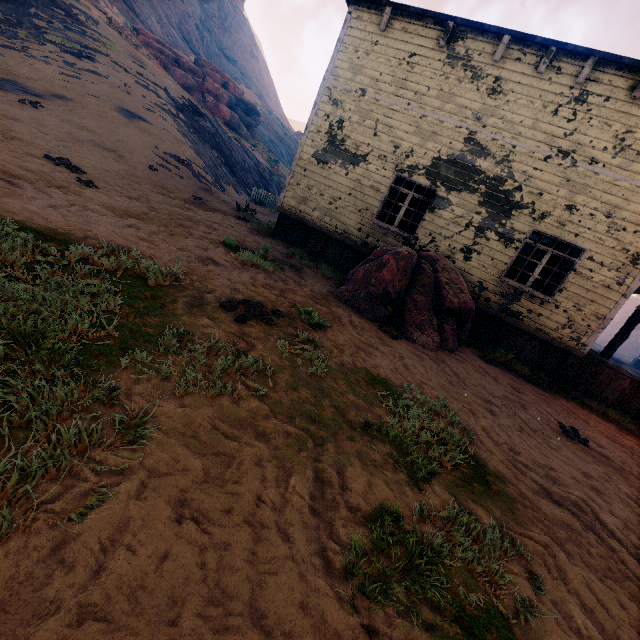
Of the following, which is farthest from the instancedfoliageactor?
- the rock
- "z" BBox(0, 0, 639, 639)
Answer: the rock

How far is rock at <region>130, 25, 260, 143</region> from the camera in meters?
27.0

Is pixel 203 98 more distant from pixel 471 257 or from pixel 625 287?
pixel 625 287

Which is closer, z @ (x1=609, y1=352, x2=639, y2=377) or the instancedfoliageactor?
the instancedfoliageactor

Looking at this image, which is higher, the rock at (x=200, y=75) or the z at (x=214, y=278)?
the rock at (x=200, y=75)

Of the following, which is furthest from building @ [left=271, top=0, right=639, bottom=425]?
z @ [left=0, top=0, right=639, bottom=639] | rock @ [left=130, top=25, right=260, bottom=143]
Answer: rock @ [left=130, top=25, right=260, bottom=143]

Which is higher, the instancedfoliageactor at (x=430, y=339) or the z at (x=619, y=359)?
the instancedfoliageactor at (x=430, y=339)

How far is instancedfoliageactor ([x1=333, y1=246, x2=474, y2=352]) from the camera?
6.6m
